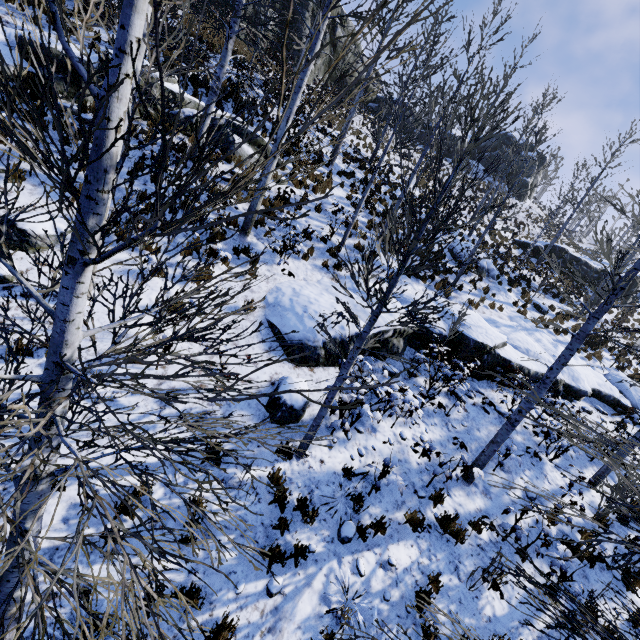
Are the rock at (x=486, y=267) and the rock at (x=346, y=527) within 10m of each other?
no

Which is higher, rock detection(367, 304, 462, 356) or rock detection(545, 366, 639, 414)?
rock detection(545, 366, 639, 414)

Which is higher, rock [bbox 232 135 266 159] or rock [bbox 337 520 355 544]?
rock [bbox 232 135 266 159]

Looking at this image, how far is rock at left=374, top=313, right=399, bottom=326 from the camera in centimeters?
862cm

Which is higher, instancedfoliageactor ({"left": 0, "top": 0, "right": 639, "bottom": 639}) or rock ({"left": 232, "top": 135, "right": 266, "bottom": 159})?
rock ({"left": 232, "top": 135, "right": 266, "bottom": 159})

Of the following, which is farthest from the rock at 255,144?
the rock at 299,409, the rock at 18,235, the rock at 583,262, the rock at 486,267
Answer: the rock at 583,262

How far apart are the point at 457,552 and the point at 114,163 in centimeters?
772cm

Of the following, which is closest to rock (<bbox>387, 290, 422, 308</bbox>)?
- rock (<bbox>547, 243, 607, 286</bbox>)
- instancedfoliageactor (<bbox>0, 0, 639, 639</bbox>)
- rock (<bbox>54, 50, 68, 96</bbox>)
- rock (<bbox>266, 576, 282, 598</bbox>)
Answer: instancedfoliageactor (<bbox>0, 0, 639, 639</bbox>)
